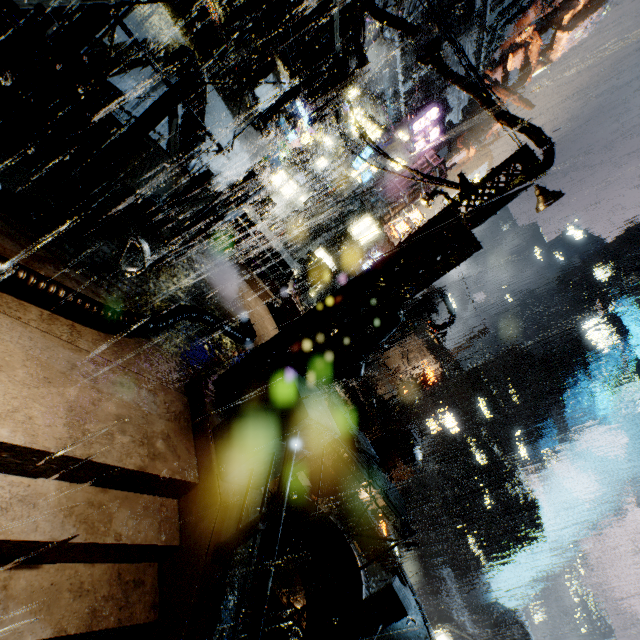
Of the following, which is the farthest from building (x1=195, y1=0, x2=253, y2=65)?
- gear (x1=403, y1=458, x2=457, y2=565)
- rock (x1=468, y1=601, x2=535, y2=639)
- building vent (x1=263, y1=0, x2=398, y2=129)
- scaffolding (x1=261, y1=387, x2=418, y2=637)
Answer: rock (x1=468, y1=601, x2=535, y2=639)

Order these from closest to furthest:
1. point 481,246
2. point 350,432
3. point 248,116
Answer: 1. point 481,246
2. point 350,432
3. point 248,116

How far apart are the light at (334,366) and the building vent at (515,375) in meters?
57.4

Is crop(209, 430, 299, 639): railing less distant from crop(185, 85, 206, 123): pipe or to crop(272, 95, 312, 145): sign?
crop(185, 85, 206, 123): pipe

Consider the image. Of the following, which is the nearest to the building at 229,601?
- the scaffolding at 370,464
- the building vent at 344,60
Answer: the building vent at 344,60

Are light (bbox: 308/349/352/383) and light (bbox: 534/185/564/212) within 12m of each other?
yes

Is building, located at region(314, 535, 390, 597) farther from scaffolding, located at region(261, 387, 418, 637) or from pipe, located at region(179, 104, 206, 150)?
scaffolding, located at region(261, 387, 418, 637)

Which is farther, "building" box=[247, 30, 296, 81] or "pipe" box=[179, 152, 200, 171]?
"building" box=[247, 30, 296, 81]
